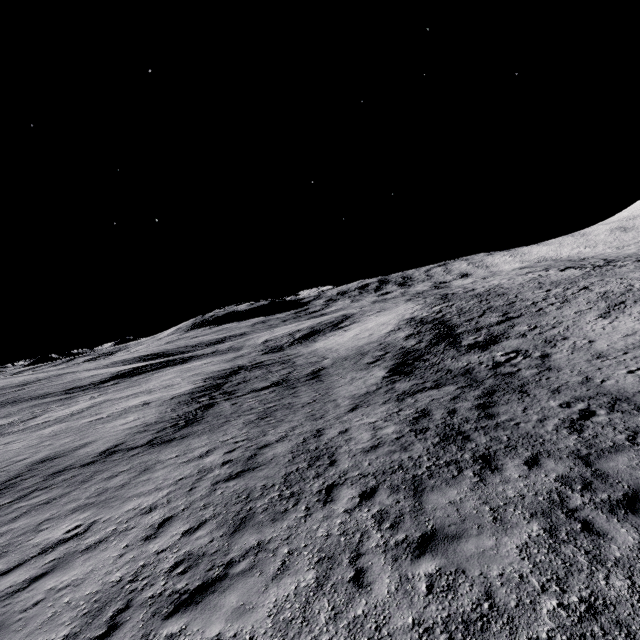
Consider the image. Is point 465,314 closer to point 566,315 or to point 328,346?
point 566,315
